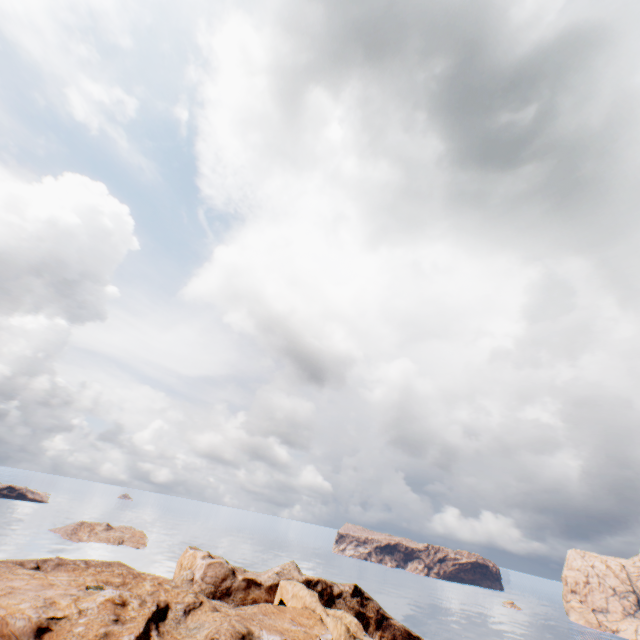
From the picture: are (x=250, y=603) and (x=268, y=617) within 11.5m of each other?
no
